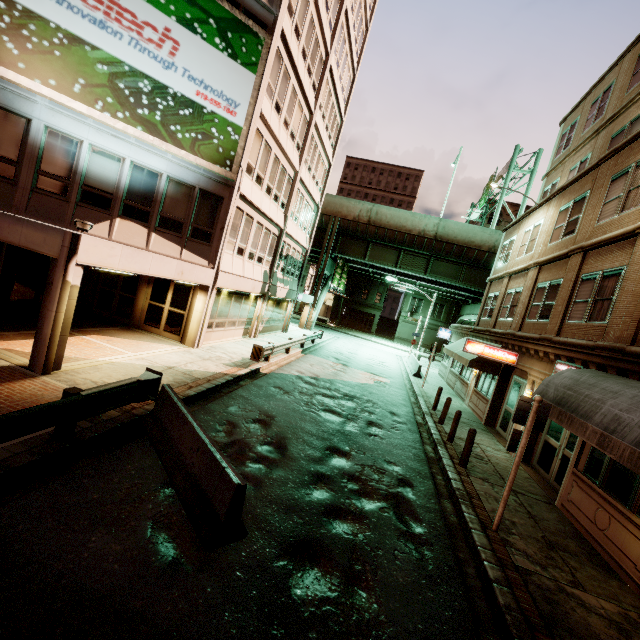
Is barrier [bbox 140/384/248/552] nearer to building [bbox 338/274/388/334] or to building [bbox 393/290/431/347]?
building [bbox 393/290/431/347]

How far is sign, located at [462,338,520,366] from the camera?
14.16m

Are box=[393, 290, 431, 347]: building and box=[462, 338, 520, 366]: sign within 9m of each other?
no

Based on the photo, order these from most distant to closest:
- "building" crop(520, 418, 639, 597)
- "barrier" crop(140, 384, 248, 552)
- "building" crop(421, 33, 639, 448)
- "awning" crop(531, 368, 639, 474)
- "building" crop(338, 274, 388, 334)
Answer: "building" crop(338, 274, 388, 334), "building" crop(421, 33, 639, 448), "building" crop(520, 418, 639, 597), "awning" crop(531, 368, 639, 474), "barrier" crop(140, 384, 248, 552)

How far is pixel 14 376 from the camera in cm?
782

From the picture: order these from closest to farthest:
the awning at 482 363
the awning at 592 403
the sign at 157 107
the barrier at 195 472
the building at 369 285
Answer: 1. the barrier at 195 472
2. the awning at 592 403
3. the sign at 157 107
4. the awning at 482 363
5. the building at 369 285

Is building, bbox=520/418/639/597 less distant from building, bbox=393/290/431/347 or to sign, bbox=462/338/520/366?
sign, bbox=462/338/520/366

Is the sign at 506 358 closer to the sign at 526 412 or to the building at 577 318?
the building at 577 318
